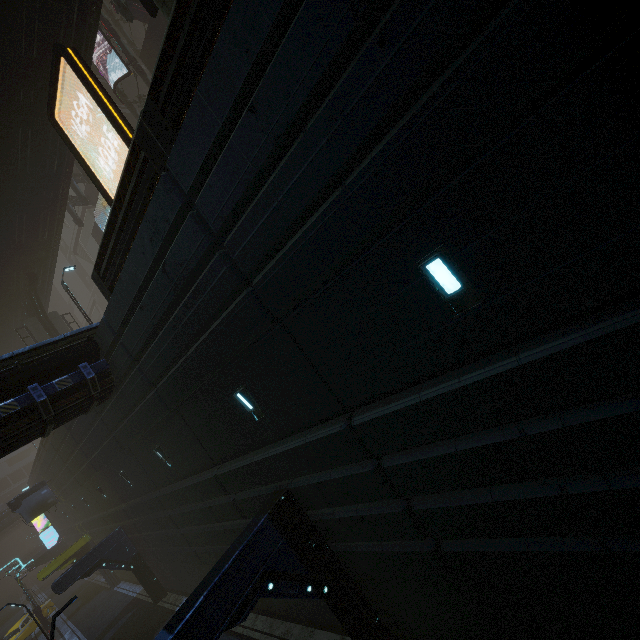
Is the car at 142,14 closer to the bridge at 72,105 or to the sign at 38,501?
the bridge at 72,105

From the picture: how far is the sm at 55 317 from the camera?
25.5m

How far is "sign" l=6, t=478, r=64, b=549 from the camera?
24.73m

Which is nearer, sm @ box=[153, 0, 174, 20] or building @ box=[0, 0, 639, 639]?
building @ box=[0, 0, 639, 639]

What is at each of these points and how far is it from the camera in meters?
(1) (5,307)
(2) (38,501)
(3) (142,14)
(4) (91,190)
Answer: (1) bridge, 25.0
(2) sign, 25.5
(3) car, 21.7
(4) building, 29.1

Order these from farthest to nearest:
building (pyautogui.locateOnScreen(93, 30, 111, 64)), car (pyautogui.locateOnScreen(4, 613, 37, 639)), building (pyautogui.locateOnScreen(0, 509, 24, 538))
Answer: building (pyautogui.locateOnScreen(0, 509, 24, 538))
car (pyautogui.locateOnScreen(4, 613, 37, 639))
building (pyautogui.locateOnScreen(93, 30, 111, 64))

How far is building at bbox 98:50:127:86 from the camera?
21.2m
